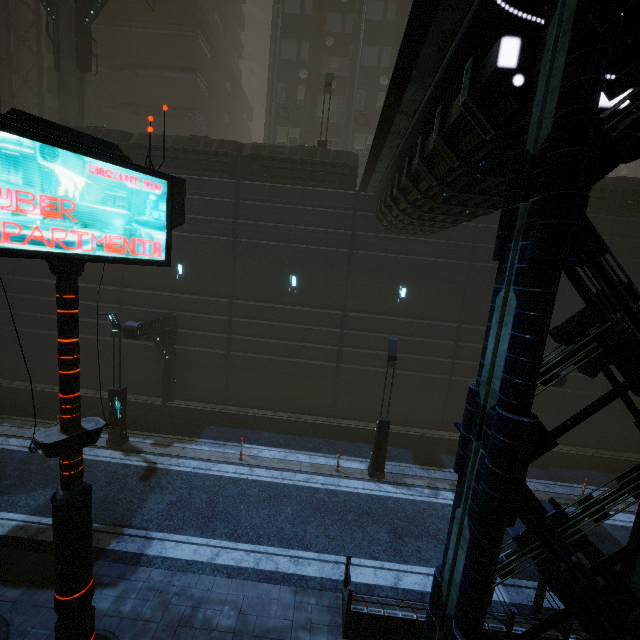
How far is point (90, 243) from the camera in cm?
455

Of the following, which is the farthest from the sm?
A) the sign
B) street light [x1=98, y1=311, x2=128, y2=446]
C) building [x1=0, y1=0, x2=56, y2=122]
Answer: the sign

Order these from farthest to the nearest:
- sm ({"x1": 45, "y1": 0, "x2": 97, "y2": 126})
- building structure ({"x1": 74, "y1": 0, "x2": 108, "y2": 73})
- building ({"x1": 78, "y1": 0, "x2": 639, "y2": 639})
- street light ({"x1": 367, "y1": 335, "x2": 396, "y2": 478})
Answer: building structure ({"x1": 74, "y1": 0, "x2": 108, "y2": 73}), sm ({"x1": 45, "y1": 0, "x2": 97, "y2": 126}), street light ({"x1": 367, "y1": 335, "x2": 396, "y2": 478}), building ({"x1": 78, "y1": 0, "x2": 639, "y2": 639})

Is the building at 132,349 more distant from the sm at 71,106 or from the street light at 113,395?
the street light at 113,395

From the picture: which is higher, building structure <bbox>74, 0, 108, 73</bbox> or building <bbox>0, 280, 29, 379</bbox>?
building structure <bbox>74, 0, 108, 73</bbox>

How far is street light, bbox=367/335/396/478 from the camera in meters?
12.3

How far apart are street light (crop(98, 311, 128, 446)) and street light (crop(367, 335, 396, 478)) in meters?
10.1

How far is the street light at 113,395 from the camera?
12.5 meters
